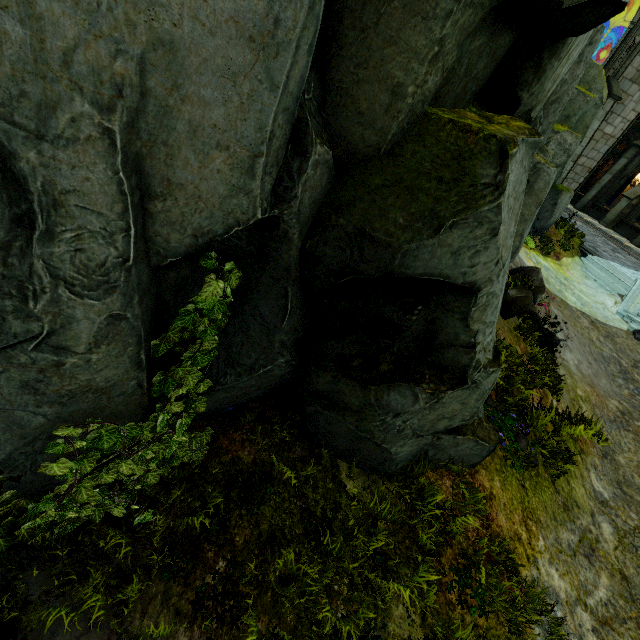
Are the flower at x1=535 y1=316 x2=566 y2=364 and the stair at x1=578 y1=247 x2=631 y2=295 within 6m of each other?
no

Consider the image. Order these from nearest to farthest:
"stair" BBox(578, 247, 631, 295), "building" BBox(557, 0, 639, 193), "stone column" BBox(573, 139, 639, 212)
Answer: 1. "stair" BBox(578, 247, 631, 295)
2. "building" BBox(557, 0, 639, 193)
3. "stone column" BBox(573, 139, 639, 212)

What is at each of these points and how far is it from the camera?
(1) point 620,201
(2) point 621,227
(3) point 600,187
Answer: (1) stone column, 20.64m
(2) wall trim, 20.94m
(3) stone column, 22.00m

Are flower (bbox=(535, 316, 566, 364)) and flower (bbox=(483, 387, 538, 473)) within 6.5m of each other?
yes

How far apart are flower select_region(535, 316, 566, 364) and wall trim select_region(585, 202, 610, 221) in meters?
19.5 m

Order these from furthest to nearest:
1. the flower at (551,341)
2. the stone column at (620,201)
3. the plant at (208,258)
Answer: the stone column at (620,201), the flower at (551,341), the plant at (208,258)

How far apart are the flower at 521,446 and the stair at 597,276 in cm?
1169

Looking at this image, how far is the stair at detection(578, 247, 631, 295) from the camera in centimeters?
1392cm
